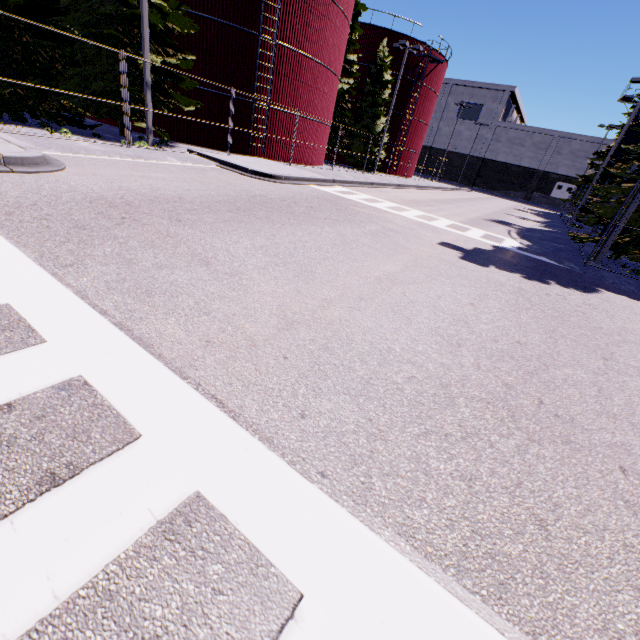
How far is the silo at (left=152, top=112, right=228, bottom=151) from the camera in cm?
1852

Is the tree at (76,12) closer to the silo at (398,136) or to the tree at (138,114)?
the tree at (138,114)

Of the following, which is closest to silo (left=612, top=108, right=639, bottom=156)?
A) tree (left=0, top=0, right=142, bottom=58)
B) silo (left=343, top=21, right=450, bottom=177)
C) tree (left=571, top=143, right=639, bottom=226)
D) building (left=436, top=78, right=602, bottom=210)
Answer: tree (left=571, top=143, right=639, bottom=226)

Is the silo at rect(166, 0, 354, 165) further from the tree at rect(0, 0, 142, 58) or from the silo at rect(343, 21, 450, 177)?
the silo at rect(343, 21, 450, 177)

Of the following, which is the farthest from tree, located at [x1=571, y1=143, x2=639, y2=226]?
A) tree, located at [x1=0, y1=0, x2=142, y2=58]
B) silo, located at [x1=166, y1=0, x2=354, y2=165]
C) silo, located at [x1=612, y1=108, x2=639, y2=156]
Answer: silo, located at [x1=612, y1=108, x2=639, y2=156]

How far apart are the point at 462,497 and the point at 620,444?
2.2m

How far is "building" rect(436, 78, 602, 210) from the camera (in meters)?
51.91

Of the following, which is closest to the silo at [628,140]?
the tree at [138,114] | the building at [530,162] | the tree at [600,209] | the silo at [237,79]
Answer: the tree at [600,209]
